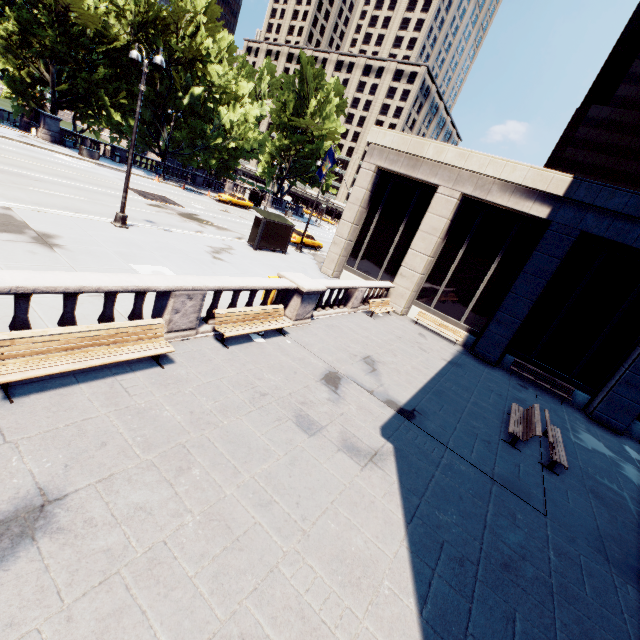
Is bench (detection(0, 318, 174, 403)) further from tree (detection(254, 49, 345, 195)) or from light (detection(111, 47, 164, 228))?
tree (detection(254, 49, 345, 195))

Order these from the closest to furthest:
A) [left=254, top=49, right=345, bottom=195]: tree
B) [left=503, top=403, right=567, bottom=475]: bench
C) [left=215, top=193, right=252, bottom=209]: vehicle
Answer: [left=503, top=403, right=567, bottom=475]: bench → [left=215, top=193, right=252, bottom=209]: vehicle → [left=254, top=49, right=345, bottom=195]: tree

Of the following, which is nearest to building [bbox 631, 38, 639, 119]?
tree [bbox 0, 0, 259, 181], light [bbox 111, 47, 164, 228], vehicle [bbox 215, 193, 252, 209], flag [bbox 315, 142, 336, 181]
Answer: tree [bbox 0, 0, 259, 181]

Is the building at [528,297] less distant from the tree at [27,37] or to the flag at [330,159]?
the flag at [330,159]

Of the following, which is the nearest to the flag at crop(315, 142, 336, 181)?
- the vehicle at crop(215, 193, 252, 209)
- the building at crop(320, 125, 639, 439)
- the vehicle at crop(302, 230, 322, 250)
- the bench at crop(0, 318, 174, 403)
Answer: the building at crop(320, 125, 639, 439)

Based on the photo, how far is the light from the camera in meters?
12.7 m

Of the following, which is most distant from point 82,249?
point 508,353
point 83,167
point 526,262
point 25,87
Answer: point 25,87

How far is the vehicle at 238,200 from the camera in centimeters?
3963cm
